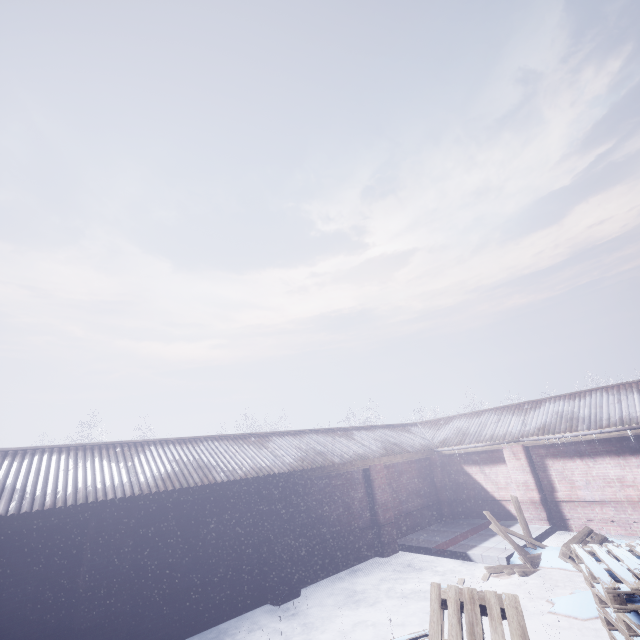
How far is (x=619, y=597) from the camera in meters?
3.1 m
